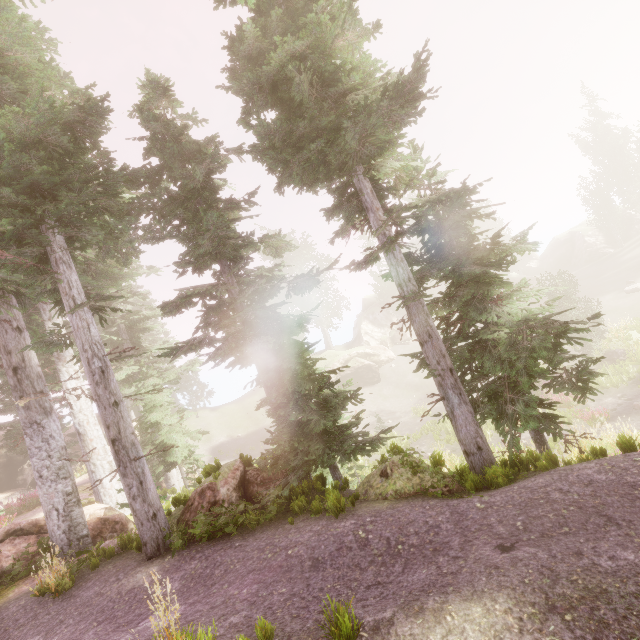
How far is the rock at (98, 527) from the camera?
10.44m

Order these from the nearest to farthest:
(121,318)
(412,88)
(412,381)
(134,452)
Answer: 1. (412,88)
2. (134,452)
3. (121,318)
4. (412,381)

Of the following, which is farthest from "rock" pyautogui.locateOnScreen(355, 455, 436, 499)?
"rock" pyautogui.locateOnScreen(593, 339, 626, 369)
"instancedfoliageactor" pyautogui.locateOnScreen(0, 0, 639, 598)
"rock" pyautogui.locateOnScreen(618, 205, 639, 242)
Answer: "rock" pyautogui.locateOnScreen(618, 205, 639, 242)

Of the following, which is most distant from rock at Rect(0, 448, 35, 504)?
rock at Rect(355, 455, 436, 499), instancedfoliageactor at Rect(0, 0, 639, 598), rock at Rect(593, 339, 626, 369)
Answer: rock at Rect(593, 339, 626, 369)

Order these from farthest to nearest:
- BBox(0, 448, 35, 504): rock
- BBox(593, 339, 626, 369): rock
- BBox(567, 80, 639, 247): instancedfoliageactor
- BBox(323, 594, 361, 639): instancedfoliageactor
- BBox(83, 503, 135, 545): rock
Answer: BBox(567, 80, 639, 247): instancedfoliageactor < BBox(0, 448, 35, 504): rock < BBox(593, 339, 626, 369): rock < BBox(83, 503, 135, 545): rock < BBox(323, 594, 361, 639): instancedfoliageactor

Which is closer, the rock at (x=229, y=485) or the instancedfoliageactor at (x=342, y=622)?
the instancedfoliageactor at (x=342, y=622)

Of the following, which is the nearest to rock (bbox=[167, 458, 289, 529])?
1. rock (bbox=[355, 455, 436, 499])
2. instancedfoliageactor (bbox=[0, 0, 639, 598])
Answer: instancedfoliageactor (bbox=[0, 0, 639, 598])

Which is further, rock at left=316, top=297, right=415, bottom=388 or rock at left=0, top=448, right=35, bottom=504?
rock at left=316, top=297, right=415, bottom=388
